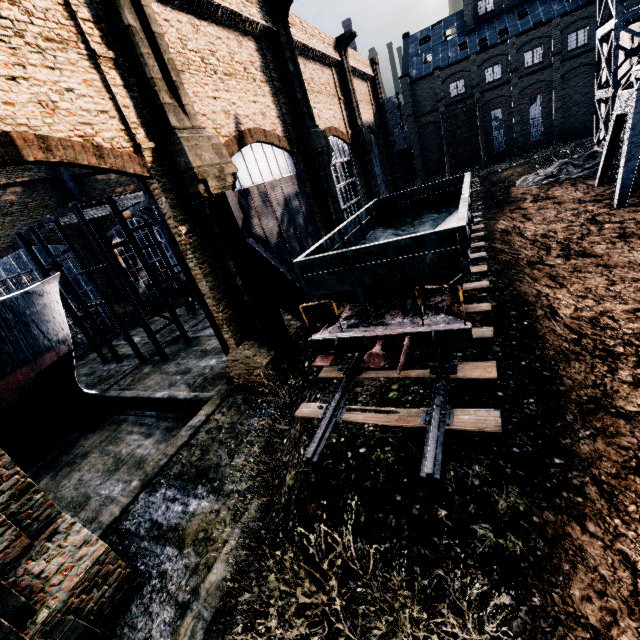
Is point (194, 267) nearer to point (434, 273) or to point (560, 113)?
point (434, 273)

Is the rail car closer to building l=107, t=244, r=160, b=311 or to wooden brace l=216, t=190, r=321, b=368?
wooden brace l=216, t=190, r=321, b=368

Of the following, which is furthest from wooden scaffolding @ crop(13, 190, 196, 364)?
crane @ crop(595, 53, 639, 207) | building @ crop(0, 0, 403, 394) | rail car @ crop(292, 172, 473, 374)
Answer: crane @ crop(595, 53, 639, 207)

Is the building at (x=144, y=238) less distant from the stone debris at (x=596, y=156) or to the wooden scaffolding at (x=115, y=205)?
the stone debris at (x=596, y=156)

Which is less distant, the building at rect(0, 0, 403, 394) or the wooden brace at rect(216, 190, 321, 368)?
the building at rect(0, 0, 403, 394)

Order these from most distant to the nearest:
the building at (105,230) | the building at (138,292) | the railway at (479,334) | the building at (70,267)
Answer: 1. the building at (138,292)
2. the building at (105,230)
3. the building at (70,267)
4. the railway at (479,334)

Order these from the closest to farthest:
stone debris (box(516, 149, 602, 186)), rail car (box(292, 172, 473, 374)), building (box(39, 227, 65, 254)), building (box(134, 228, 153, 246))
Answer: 1. rail car (box(292, 172, 473, 374))
2. stone debris (box(516, 149, 602, 186))
3. building (box(39, 227, 65, 254))
4. building (box(134, 228, 153, 246))

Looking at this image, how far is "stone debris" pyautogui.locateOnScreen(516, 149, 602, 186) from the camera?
23.89m
